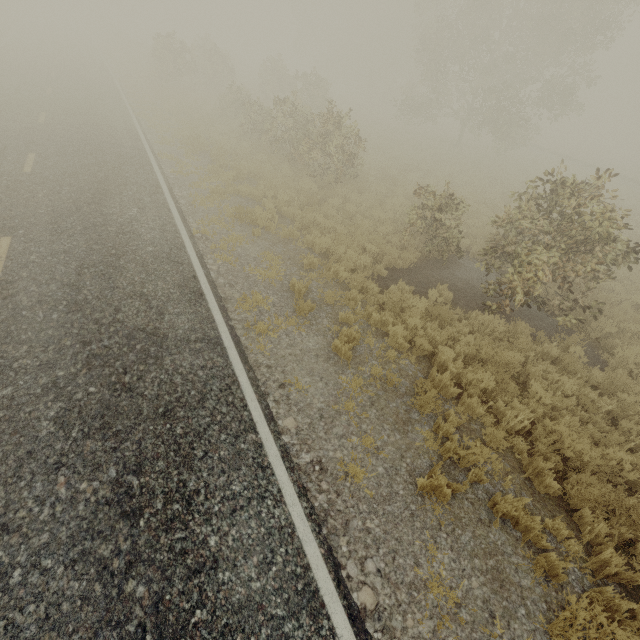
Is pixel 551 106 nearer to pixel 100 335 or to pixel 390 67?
pixel 390 67
